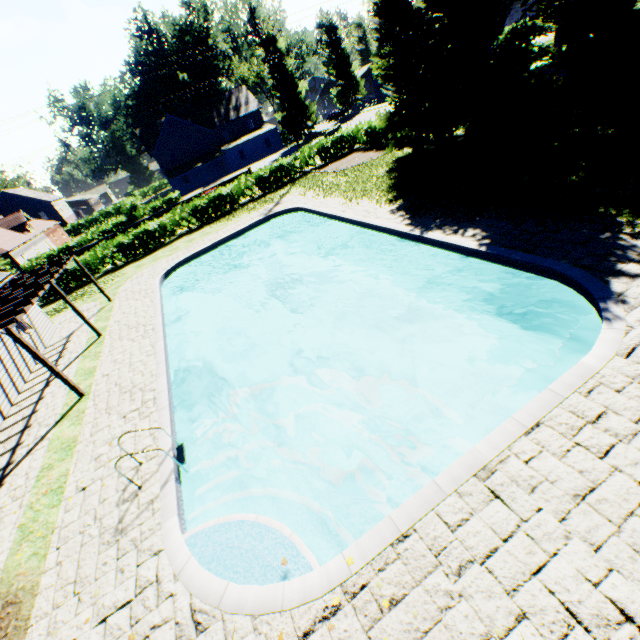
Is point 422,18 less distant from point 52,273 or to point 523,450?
point 523,450

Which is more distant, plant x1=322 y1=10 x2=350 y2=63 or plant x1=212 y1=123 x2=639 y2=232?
plant x1=322 y1=10 x2=350 y2=63

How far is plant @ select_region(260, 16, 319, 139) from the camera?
46.00m

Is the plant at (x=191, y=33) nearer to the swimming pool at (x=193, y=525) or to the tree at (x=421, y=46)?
the tree at (x=421, y=46)

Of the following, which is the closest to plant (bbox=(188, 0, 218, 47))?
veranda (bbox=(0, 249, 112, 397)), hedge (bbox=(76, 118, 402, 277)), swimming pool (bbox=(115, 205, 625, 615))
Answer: hedge (bbox=(76, 118, 402, 277))

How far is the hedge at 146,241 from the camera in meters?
25.3

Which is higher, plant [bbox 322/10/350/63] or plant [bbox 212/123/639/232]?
plant [bbox 322/10/350/63]

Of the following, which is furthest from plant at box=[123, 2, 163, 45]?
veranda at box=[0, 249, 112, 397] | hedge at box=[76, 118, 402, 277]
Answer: veranda at box=[0, 249, 112, 397]
